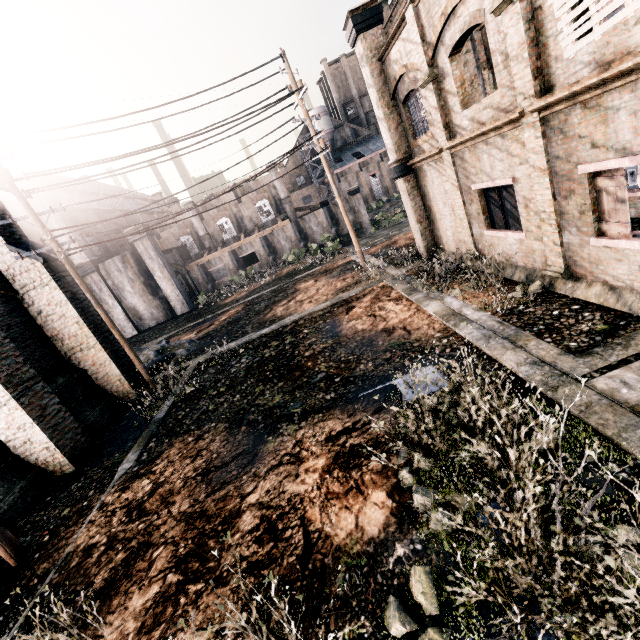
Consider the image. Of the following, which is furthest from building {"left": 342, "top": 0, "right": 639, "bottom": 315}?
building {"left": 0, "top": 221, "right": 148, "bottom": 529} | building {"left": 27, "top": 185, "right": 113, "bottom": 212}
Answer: Result: building {"left": 27, "top": 185, "right": 113, "bottom": 212}

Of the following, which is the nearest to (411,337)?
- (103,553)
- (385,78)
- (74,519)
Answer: (103,553)

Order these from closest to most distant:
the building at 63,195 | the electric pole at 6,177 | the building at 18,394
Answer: the building at 18,394
the electric pole at 6,177
the building at 63,195

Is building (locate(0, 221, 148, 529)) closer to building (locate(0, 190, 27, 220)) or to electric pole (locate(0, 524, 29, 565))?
electric pole (locate(0, 524, 29, 565))

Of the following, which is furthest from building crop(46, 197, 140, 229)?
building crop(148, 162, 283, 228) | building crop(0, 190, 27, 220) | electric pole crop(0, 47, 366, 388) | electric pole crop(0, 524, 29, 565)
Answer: electric pole crop(0, 524, 29, 565)

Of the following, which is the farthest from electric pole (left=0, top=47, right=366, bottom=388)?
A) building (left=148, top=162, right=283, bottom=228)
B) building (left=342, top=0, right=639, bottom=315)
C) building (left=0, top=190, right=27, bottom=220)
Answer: building (left=148, top=162, right=283, bottom=228)

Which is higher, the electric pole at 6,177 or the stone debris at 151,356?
the electric pole at 6,177

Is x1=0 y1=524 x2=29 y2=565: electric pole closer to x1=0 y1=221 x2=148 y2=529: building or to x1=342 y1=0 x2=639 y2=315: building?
x1=0 y1=221 x2=148 y2=529: building
